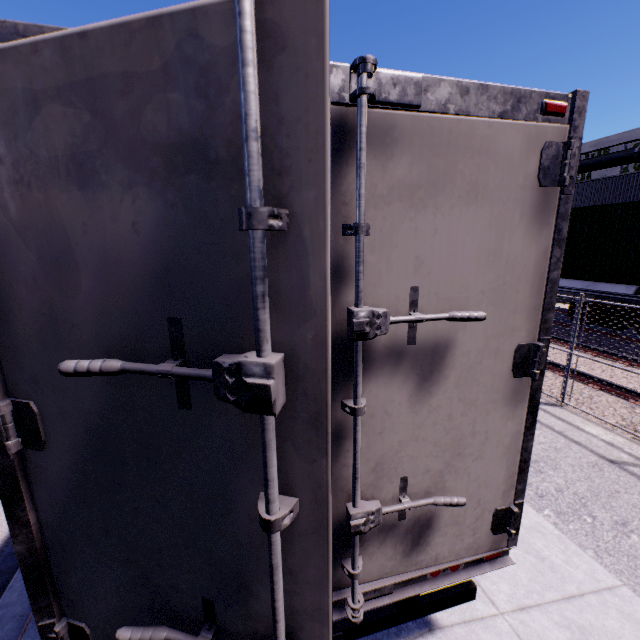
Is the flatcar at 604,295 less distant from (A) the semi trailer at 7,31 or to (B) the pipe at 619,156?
(A) the semi trailer at 7,31

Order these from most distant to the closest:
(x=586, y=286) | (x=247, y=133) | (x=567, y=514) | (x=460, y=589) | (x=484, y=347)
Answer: (x=586, y=286)
(x=567, y=514)
(x=460, y=589)
(x=484, y=347)
(x=247, y=133)

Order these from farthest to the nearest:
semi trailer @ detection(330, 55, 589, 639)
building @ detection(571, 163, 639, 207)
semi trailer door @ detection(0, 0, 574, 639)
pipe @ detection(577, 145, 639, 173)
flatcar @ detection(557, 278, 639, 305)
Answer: pipe @ detection(577, 145, 639, 173), building @ detection(571, 163, 639, 207), flatcar @ detection(557, 278, 639, 305), semi trailer @ detection(330, 55, 589, 639), semi trailer door @ detection(0, 0, 574, 639)

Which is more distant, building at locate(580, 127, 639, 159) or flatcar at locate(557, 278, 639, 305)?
building at locate(580, 127, 639, 159)

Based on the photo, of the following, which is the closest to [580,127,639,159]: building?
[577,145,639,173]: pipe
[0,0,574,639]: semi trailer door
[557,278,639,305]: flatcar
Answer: [577,145,639,173]: pipe

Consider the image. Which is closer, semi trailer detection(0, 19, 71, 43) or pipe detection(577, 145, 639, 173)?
semi trailer detection(0, 19, 71, 43)

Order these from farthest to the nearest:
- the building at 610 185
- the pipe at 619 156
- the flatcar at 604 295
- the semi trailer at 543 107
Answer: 1. the pipe at 619 156
2. the building at 610 185
3. the flatcar at 604 295
4. the semi trailer at 543 107

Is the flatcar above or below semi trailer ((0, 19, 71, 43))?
below
